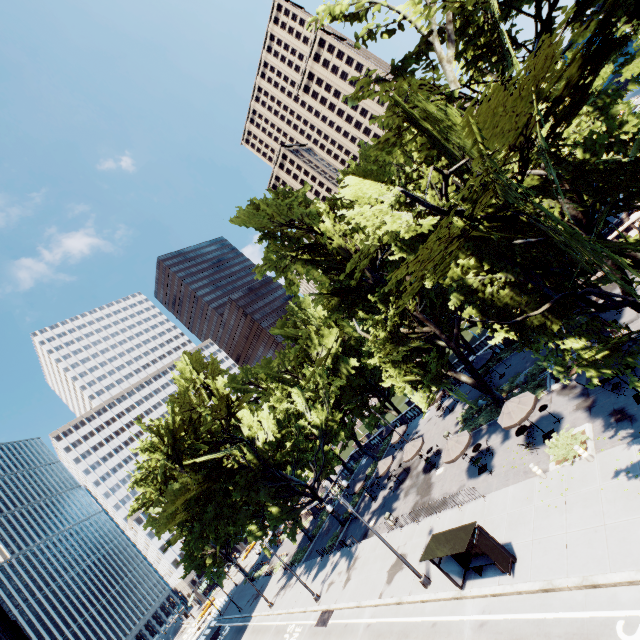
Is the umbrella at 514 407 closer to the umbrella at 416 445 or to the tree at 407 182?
the tree at 407 182

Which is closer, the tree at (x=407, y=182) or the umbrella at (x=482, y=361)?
the tree at (x=407, y=182)

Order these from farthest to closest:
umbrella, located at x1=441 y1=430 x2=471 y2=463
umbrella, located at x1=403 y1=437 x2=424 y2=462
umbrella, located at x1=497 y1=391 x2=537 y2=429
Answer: umbrella, located at x1=403 y1=437 x2=424 y2=462 → umbrella, located at x1=441 y1=430 x2=471 y2=463 → umbrella, located at x1=497 y1=391 x2=537 y2=429

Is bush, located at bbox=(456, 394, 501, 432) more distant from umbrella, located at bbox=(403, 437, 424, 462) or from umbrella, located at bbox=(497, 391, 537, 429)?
umbrella, located at bbox=(497, 391, 537, 429)

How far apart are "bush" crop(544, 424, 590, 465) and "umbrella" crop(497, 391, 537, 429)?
1.56m

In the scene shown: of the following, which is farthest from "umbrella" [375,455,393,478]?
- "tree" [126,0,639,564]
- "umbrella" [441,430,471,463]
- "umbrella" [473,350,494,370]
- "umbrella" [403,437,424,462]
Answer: "umbrella" [473,350,494,370]

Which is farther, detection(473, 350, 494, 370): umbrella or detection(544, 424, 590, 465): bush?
detection(473, 350, 494, 370): umbrella

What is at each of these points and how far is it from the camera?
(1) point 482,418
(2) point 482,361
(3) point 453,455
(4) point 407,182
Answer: (1) bush, 27.36m
(2) umbrella, 30.94m
(3) umbrella, 21.95m
(4) tree, 14.09m
